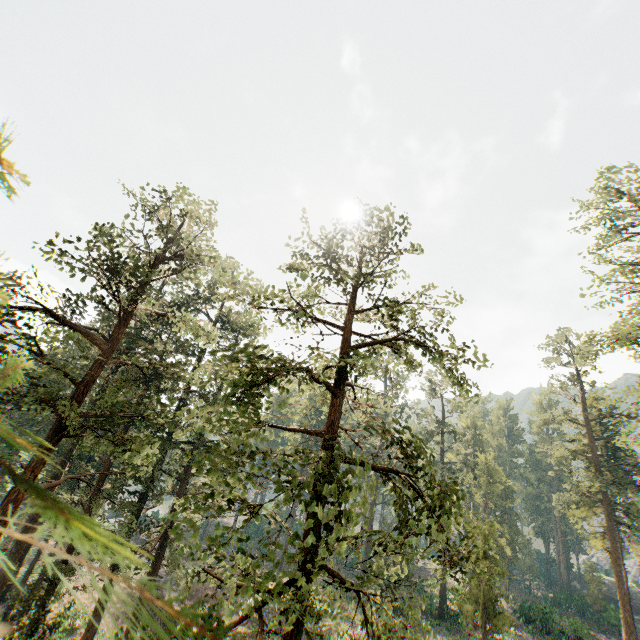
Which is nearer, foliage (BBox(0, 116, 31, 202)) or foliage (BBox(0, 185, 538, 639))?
foliage (BBox(0, 116, 31, 202))

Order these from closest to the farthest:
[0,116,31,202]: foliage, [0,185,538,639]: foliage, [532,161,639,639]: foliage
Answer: [0,116,31,202]: foliage < [0,185,538,639]: foliage < [532,161,639,639]: foliage

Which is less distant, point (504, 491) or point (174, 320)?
point (174, 320)

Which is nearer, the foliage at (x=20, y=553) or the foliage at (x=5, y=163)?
the foliage at (x=5, y=163)
